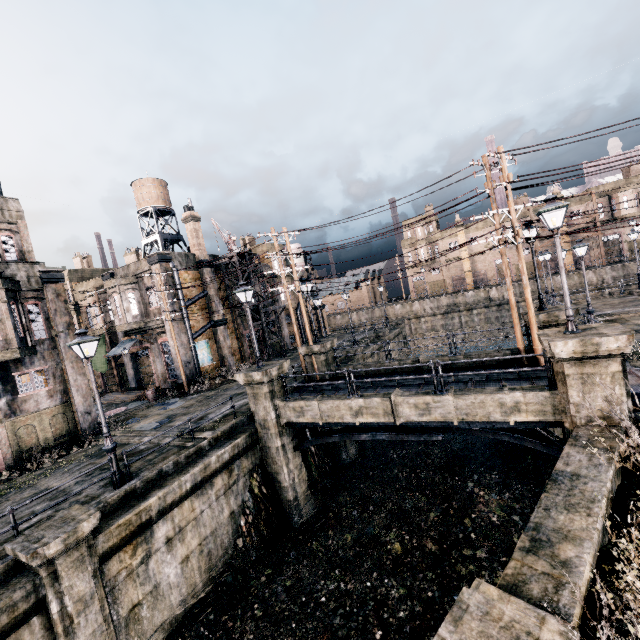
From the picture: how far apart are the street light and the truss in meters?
7.1

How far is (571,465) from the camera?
8.09m

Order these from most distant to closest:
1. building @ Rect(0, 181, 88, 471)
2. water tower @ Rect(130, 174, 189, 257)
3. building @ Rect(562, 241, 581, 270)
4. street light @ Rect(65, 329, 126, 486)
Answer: building @ Rect(562, 241, 581, 270)
water tower @ Rect(130, 174, 189, 257)
building @ Rect(0, 181, 88, 471)
street light @ Rect(65, 329, 126, 486)

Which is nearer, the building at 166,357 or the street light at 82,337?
the street light at 82,337

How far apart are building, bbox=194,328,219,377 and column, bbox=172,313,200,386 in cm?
2

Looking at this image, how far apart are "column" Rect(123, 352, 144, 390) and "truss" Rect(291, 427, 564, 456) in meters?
21.9

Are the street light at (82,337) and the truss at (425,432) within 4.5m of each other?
no

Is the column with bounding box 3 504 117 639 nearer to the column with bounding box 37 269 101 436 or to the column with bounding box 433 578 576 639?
the column with bounding box 433 578 576 639
